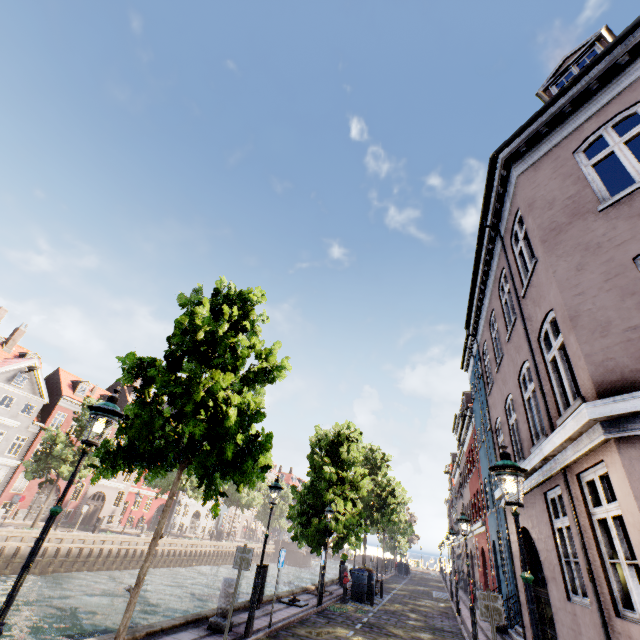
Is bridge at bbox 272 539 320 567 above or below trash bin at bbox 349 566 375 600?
below

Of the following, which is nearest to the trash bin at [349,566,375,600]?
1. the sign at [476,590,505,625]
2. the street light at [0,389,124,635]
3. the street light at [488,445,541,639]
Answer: the sign at [476,590,505,625]

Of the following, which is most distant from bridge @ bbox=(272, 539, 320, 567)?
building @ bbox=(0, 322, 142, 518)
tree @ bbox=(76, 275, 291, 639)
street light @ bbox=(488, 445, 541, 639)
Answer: street light @ bbox=(488, 445, 541, 639)

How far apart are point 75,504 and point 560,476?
44.91m

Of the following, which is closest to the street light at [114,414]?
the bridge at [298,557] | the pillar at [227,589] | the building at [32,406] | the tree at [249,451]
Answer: the tree at [249,451]

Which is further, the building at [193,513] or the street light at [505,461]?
the building at [193,513]

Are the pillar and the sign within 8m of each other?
yes

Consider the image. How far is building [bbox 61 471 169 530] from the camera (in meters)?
34.82
